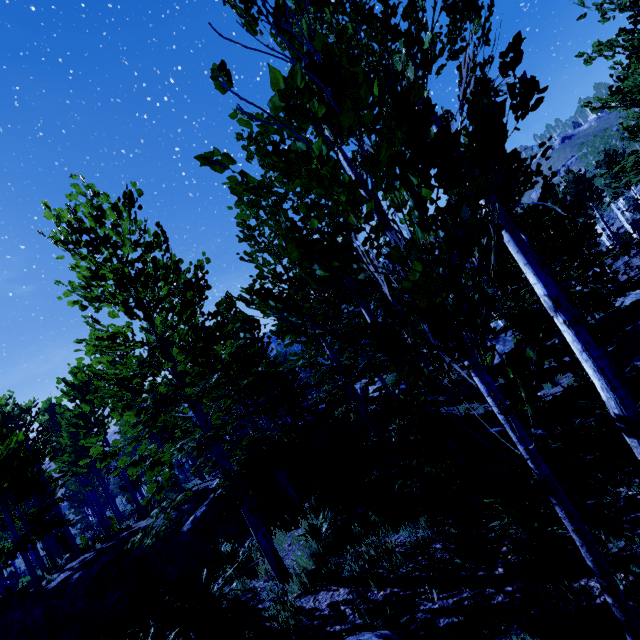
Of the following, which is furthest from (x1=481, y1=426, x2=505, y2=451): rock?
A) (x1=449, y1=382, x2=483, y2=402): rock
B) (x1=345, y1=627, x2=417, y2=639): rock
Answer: (x1=449, y1=382, x2=483, y2=402): rock

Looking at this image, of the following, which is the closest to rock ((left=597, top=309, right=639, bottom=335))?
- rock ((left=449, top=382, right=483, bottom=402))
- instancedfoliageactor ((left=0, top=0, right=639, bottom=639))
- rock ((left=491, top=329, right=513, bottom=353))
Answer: instancedfoliageactor ((left=0, top=0, right=639, bottom=639))

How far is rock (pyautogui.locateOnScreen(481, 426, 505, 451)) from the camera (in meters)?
8.85

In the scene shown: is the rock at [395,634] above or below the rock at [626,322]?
above

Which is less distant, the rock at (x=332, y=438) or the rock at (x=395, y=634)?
the rock at (x=395, y=634)

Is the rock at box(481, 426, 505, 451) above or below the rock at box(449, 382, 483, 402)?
above

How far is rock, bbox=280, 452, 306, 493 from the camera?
13.9m

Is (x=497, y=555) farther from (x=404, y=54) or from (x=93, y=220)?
(x=93, y=220)
